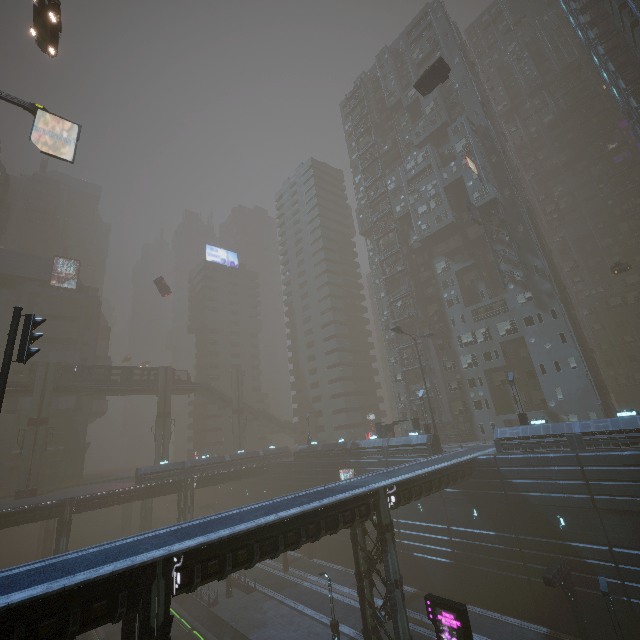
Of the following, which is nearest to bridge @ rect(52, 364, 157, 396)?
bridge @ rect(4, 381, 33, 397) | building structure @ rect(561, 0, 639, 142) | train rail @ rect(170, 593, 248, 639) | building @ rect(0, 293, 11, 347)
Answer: bridge @ rect(4, 381, 33, 397)

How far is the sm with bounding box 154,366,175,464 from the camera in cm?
5325

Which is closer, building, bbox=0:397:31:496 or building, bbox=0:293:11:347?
building, bbox=0:397:31:496

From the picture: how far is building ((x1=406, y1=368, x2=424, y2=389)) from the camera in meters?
48.4

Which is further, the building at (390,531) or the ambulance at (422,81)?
the ambulance at (422,81)

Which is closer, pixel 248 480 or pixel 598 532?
pixel 598 532

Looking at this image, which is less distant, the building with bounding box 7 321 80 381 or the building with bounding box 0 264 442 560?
the building with bounding box 0 264 442 560

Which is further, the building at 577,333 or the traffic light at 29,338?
the building at 577,333
